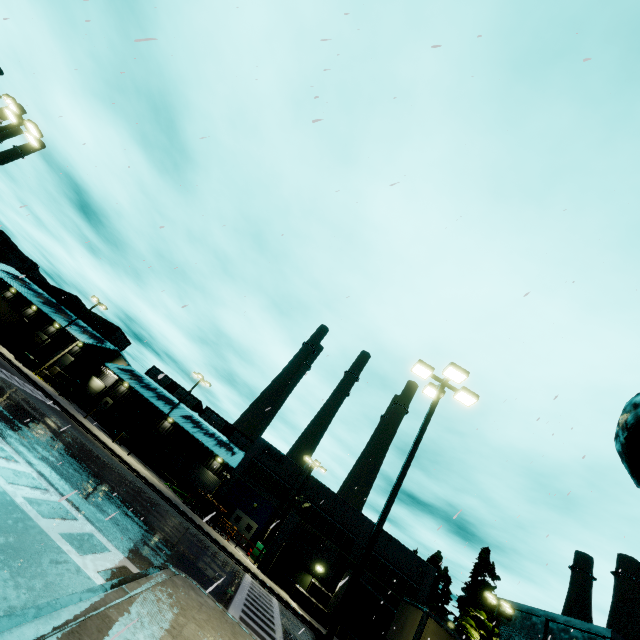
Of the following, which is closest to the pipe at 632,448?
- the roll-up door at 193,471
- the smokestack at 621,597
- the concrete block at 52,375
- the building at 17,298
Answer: the building at 17,298

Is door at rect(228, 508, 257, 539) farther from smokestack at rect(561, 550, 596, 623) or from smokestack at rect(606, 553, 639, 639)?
smokestack at rect(561, 550, 596, 623)

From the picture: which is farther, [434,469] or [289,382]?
[289,382]

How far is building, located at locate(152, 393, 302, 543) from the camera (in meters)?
36.75

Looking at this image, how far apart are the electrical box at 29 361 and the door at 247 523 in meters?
26.7 m

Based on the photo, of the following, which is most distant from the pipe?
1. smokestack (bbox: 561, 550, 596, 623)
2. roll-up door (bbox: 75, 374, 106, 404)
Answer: smokestack (bbox: 561, 550, 596, 623)

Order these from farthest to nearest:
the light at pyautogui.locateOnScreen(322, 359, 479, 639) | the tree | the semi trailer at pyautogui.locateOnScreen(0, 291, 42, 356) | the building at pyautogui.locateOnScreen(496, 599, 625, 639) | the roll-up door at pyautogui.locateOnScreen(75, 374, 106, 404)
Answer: the roll-up door at pyautogui.locateOnScreen(75, 374, 106, 404)
the semi trailer at pyautogui.locateOnScreen(0, 291, 42, 356)
the building at pyautogui.locateOnScreen(496, 599, 625, 639)
the tree
the light at pyautogui.locateOnScreen(322, 359, 479, 639)

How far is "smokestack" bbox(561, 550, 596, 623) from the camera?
46.6m
